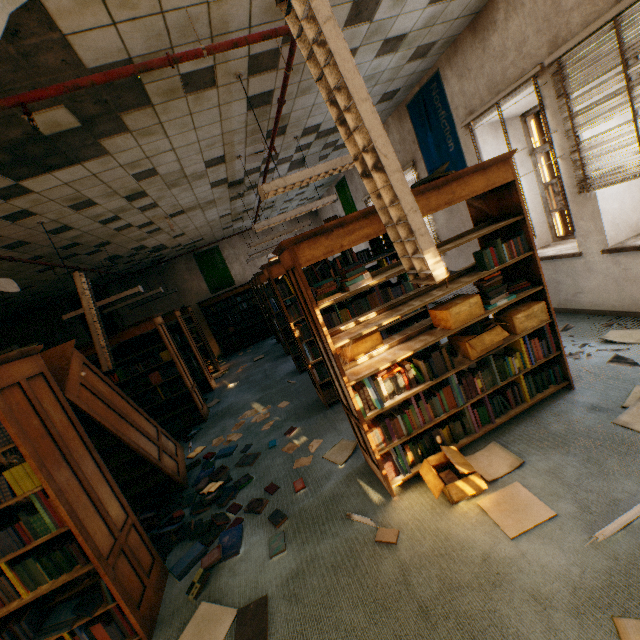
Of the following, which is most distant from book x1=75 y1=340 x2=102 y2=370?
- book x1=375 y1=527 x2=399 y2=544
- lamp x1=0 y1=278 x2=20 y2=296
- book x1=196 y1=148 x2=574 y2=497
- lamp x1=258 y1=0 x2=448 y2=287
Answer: lamp x1=258 y1=0 x2=448 y2=287

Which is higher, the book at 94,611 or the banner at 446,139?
the banner at 446,139

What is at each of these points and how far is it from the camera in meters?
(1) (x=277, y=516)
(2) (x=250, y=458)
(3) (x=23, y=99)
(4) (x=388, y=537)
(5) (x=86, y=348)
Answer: (1) book, 2.9
(2) book, 4.1
(3) sprinkler pipe, 2.1
(4) book, 2.3
(5) book, 5.5

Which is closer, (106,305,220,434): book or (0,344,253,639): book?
(0,344,253,639): book

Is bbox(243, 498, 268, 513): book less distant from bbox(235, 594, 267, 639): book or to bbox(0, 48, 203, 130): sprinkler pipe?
bbox(235, 594, 267, 639): book

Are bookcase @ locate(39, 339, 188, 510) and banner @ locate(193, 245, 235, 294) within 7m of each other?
no

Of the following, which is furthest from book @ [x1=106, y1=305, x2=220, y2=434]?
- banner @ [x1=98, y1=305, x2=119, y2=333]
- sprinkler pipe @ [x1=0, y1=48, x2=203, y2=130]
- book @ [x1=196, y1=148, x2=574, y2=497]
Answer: banner @ [x1=98, y1=305, x2=119, y2=333]

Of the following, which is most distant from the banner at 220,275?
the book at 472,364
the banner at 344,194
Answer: the book at 472,364
